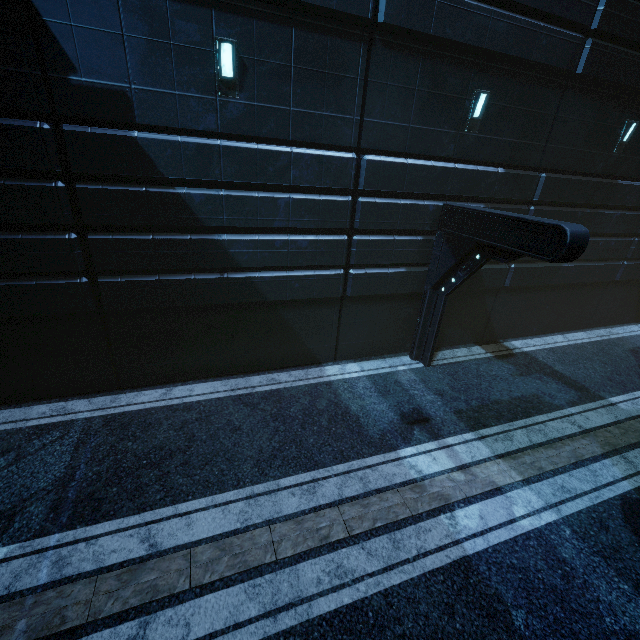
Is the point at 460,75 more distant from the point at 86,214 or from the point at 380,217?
the point at 86,214
